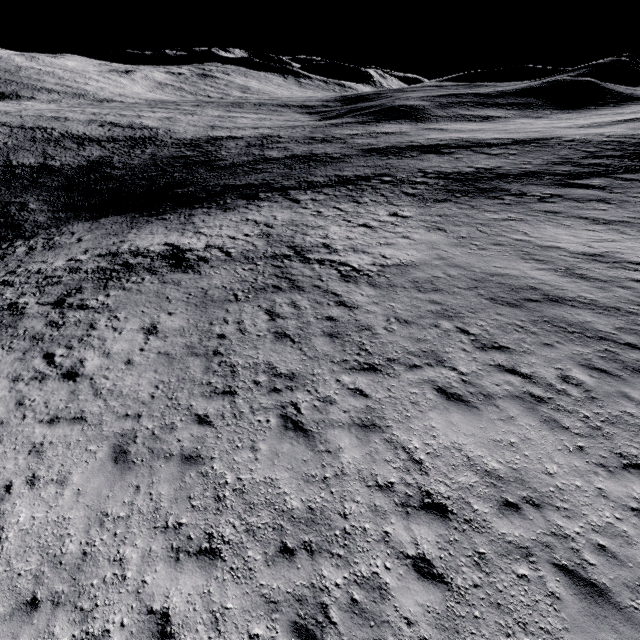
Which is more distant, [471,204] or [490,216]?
[471,204]
